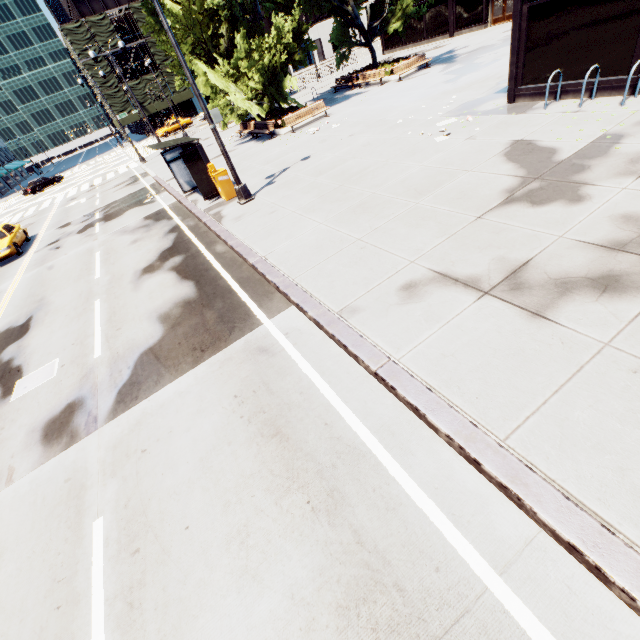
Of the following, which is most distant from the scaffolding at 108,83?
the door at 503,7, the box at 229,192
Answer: the box at 229,192

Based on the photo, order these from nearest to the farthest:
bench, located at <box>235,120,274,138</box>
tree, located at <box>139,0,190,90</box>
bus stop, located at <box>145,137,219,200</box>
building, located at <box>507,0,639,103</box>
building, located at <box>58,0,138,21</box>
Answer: building, located at <box>507,0,639,103</box> → bus stop, located at <box>145,137,219,200</box> → tree, located at <box>139,0,190,90</box> → bench, located at <box>235,120,274,138</box> → building, located at <box>58,0,138,21</box>

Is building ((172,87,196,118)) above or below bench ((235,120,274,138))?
above

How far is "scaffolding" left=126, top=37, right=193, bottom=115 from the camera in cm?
5097

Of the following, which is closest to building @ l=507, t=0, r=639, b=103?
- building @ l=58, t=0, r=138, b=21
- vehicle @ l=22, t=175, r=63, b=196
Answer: building @ l=58, t=0, r=138, b=21

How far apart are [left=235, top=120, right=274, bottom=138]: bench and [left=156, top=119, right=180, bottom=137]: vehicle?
32.94m

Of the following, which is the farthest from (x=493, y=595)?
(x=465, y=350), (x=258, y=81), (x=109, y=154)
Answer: (x=109, y=154)

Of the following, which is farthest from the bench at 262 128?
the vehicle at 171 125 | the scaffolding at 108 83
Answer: the scaffolding at 108 83
